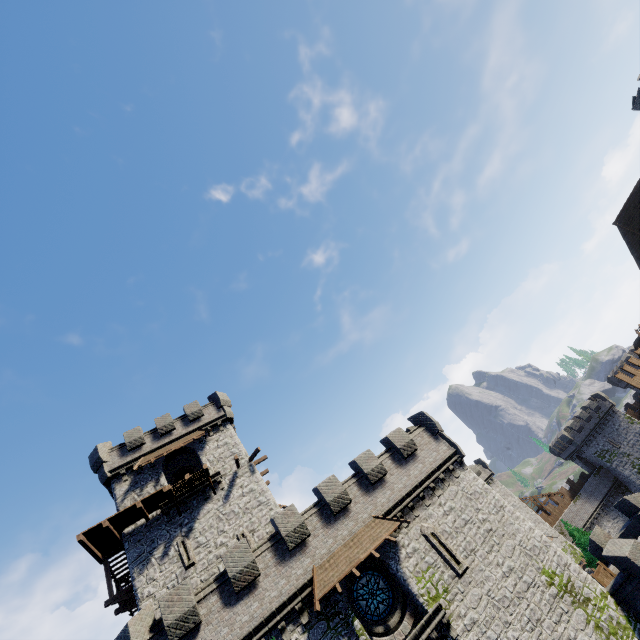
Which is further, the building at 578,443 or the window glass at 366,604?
the building at 578,443

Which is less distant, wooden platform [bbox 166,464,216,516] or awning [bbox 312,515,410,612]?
awning [bbox 312,515,410,612]

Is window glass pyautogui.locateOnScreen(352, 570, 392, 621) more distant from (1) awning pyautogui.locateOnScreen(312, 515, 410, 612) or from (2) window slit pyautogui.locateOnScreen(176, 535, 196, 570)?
(2) window slit pyautogui.locateOnScreen(176, 535, 196, 570)

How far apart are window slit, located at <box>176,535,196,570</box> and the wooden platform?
2.8m

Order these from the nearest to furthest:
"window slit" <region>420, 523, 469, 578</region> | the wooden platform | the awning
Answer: the awning → "window slit" <region>420, 523, 469, 578</region> → the wooden platform

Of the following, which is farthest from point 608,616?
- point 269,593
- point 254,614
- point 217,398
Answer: point 217,398

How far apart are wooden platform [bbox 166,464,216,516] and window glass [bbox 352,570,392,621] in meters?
13.1 m

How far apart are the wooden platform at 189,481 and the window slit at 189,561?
2.8m
